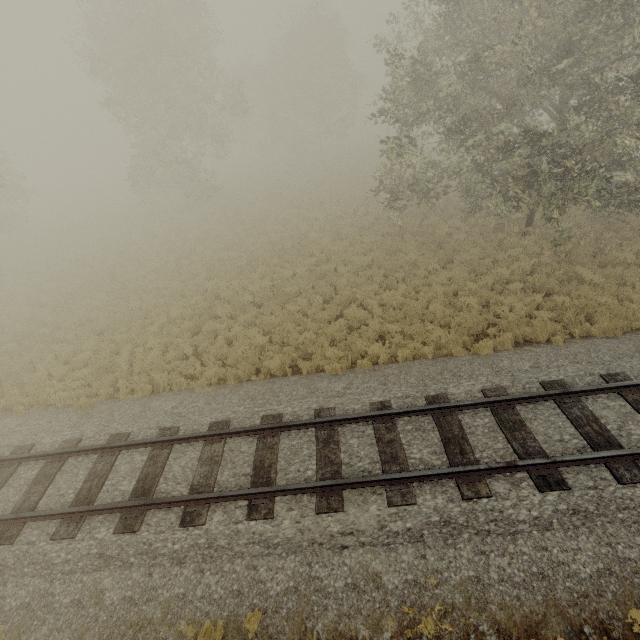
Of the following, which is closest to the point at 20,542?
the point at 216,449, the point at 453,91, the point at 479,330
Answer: the point at 216,449
